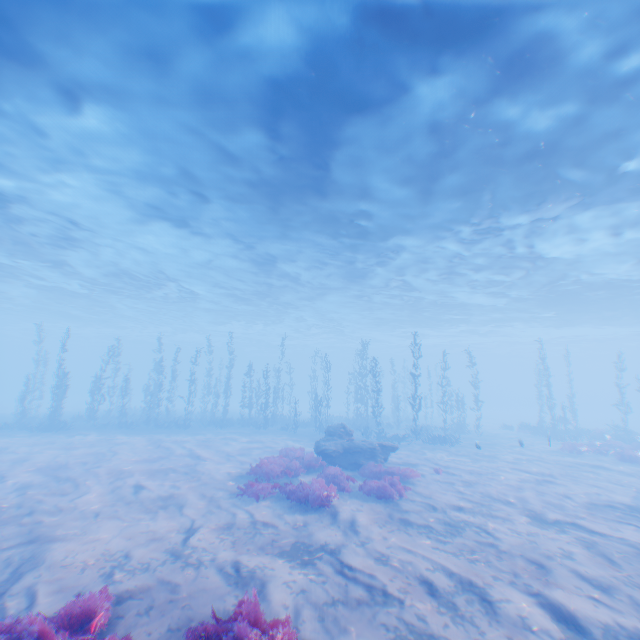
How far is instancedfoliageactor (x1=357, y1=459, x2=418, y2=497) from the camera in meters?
11.3

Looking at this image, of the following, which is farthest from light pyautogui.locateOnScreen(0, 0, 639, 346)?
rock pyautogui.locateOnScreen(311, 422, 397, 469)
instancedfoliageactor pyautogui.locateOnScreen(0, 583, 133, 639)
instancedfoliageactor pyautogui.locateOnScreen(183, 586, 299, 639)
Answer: instancedfoliageactor pyautogui.locateOnScreen(0, 583, 133, 639)

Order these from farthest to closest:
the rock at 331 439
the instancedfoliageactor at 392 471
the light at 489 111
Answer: the rock at 331 439 → the instancedfoliageactor at 392 471 → the light at 489 111

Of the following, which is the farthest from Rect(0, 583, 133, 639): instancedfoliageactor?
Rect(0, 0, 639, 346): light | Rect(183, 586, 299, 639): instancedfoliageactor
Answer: Rect(0, 0, 639, 346): light

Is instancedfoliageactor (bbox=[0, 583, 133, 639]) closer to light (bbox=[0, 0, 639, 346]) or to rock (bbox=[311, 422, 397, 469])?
rock (bbox=[311, 422, 397, 469])

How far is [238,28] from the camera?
8.2m

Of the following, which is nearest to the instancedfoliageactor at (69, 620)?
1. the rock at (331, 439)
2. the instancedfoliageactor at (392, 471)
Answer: the instancedfoliageactor at (392, 471)

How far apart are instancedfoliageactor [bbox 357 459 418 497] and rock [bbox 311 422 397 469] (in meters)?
2.53
